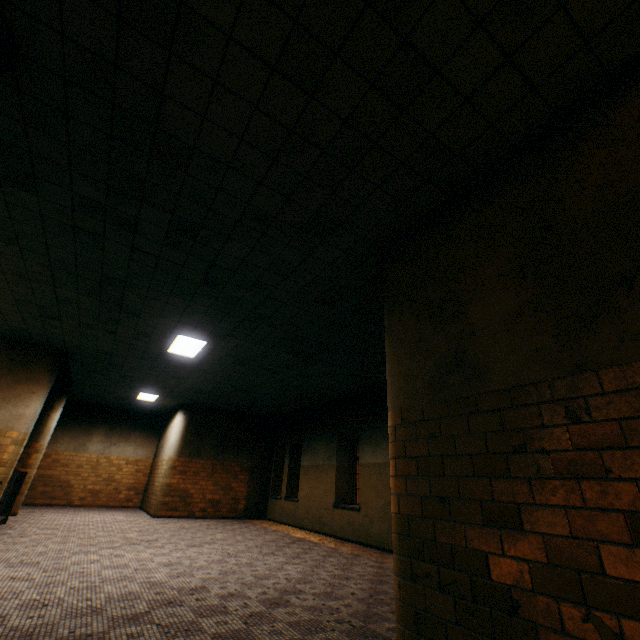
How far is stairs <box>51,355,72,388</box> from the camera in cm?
921

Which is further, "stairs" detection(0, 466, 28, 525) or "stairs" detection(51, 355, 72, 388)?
"stairs" detection(51, 355, 72, 388)

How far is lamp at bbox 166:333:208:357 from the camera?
7.0m

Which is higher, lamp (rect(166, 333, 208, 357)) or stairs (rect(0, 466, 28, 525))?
lamp (rect(166, 333, 208, 357))

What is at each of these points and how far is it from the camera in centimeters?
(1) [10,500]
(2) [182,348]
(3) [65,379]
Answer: (1) stairs, 819cm
(2) lamp, 757cm
(3) stairs, 1050cm

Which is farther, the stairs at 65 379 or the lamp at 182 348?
the stairs at 65 379

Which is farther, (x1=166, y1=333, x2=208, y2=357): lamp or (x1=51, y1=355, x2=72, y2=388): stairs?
(x1=51, y1=355, x2=72, y2=388): stairs

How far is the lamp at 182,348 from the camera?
7.0m
